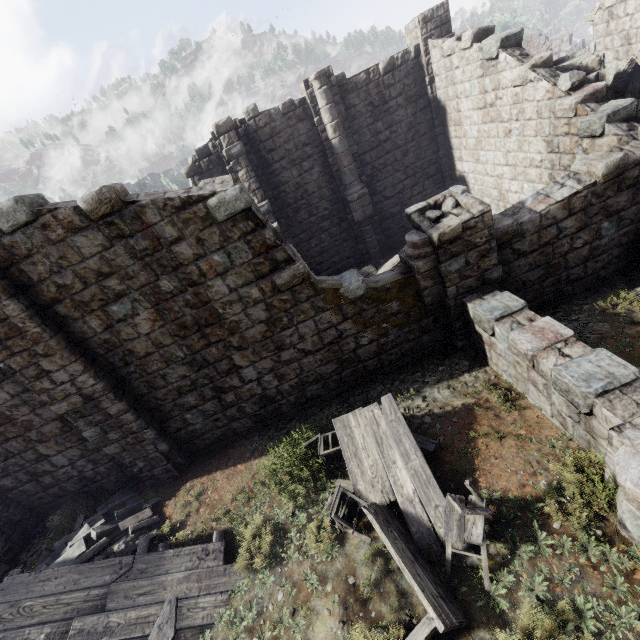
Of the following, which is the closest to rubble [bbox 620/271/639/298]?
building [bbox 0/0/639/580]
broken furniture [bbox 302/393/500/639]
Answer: building [bbox 0/0/639/580]

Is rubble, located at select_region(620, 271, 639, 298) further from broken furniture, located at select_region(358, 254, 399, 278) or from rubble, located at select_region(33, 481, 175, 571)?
rubble, located at select_region(33, 481, 175, 571)

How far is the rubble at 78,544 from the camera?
6.9 meters

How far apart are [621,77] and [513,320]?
12.6m

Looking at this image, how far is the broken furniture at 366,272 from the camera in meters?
13.3

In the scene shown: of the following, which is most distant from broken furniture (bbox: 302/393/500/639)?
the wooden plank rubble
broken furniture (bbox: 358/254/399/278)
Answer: broken furniture (bbox: 358/254/399/278)

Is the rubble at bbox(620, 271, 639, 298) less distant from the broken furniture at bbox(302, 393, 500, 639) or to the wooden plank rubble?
the broken furniture at bbox(302, 393, 500, 639)

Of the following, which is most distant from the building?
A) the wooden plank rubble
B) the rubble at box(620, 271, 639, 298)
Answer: the wooden plank rubble
